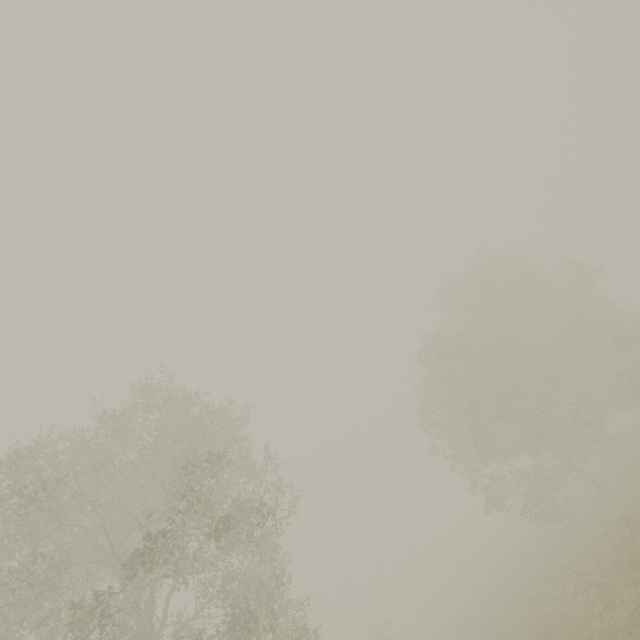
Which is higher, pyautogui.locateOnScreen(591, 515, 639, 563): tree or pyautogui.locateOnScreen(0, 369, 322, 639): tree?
pyautogui.locateOnScreen(0, 369, 322, 639): tree

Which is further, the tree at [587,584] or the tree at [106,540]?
the tree at [587,584]

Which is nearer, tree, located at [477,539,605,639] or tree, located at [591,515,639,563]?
tree, located at [591,515,639,563]

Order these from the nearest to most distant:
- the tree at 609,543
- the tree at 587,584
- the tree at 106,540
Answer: the tree at 106,540 < the tree at 609,543 < the tree at 587,584

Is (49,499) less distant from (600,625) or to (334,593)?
(600,625)

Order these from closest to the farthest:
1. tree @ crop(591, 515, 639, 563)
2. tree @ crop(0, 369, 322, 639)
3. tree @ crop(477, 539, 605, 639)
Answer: tree @ crop(0, 369, 322, 639)
tree @ crop(591, 515, 639, 563)
tree @ crop(477, 539, 605, 639)
